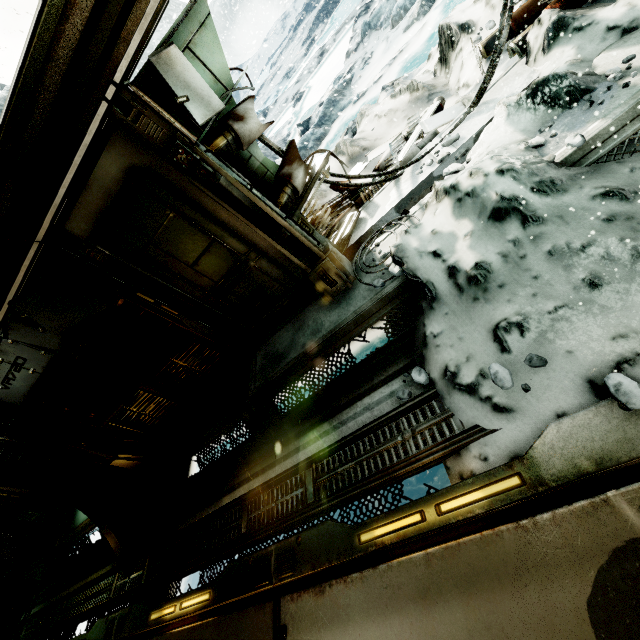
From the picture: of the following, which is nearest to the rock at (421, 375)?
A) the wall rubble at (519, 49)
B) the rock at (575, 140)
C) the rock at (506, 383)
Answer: the rock at (506, 383)

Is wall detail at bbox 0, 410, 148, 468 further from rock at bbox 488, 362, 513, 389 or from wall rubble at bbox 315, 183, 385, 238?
rock at bbox 488, 362, 513, 389

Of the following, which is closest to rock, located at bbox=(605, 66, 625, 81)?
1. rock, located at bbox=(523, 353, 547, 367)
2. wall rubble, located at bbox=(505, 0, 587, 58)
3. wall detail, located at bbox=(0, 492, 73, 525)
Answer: wall rubble, located at bbox=(505, 0, 587, 58)

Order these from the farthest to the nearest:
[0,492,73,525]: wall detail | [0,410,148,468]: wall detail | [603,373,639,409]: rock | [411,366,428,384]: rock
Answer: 1. [0,492,73,525]: wall detail
2. [0,410,148,468]: wall detail
3. [411,366,428,384]: rock
4. [603,373,639,409]: rock

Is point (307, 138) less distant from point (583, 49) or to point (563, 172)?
point (583, 49)

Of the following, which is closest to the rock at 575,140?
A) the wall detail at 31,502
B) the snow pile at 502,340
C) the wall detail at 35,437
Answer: the snow pile at 502,340

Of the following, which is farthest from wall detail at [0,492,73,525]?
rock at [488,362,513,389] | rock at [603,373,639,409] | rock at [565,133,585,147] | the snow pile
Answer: rock at [565,133,585,147]

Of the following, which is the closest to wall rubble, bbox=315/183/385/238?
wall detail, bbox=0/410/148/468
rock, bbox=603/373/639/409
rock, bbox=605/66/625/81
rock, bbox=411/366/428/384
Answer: rock, bbox=605/66/625/81
